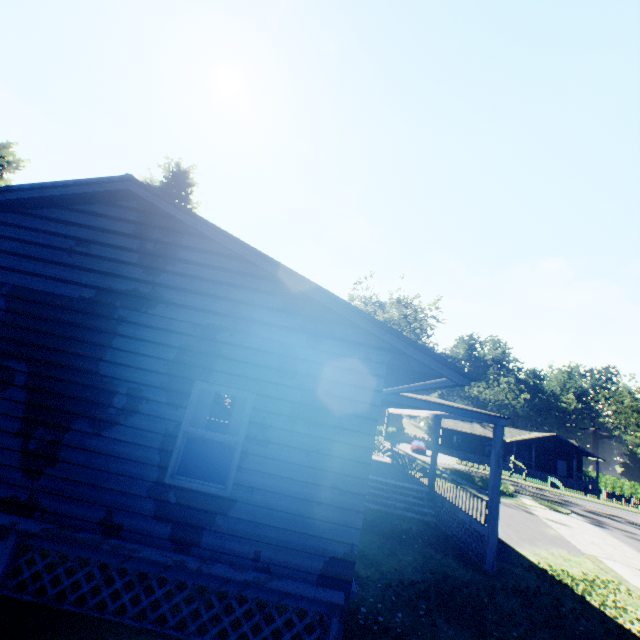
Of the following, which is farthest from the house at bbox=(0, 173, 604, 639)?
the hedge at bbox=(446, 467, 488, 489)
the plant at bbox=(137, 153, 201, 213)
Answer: the hedge at bbox=(446, 467, 488, 489)

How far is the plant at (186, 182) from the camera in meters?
32.9

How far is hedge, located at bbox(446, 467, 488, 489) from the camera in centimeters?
2483cm

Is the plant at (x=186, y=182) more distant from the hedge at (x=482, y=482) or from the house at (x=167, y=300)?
the hedge at (x=482, y=482)

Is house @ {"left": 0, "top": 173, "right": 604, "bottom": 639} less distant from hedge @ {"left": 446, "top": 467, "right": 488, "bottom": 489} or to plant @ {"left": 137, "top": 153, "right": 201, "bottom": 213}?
plant @ {"left": 137, "top": 153, "right": 201, "bottom": 213}

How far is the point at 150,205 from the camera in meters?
6.2 m

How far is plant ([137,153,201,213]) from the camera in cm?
3288

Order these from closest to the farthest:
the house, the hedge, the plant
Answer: the house
the hedge
the plant
